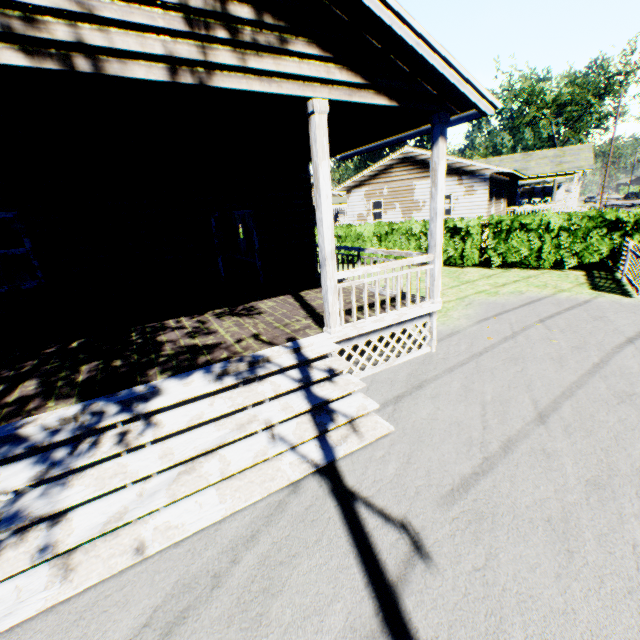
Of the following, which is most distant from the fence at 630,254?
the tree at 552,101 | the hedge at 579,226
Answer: the tree at 552,101

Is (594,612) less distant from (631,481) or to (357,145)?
(631,481)

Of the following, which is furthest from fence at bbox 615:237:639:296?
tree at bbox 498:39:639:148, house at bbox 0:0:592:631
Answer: tree at bbox 498:39:639:148

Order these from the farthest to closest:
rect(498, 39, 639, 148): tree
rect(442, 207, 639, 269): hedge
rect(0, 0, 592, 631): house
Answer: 1. rect(498, 39, 639, 148): tree
2. rect(442, 207, 639, 269): hedge
3. rect(0, 0, 592, 631): house

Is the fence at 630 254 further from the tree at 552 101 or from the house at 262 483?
the tree at 552 101

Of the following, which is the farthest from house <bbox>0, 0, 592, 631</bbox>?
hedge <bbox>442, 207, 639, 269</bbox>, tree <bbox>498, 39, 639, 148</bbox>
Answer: tree <bbox>498, 39, 639, 148</bbox>

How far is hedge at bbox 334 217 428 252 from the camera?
15.6 meters

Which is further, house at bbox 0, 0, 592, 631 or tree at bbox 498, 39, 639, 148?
tree at bbox 498, 39, 639, 148
